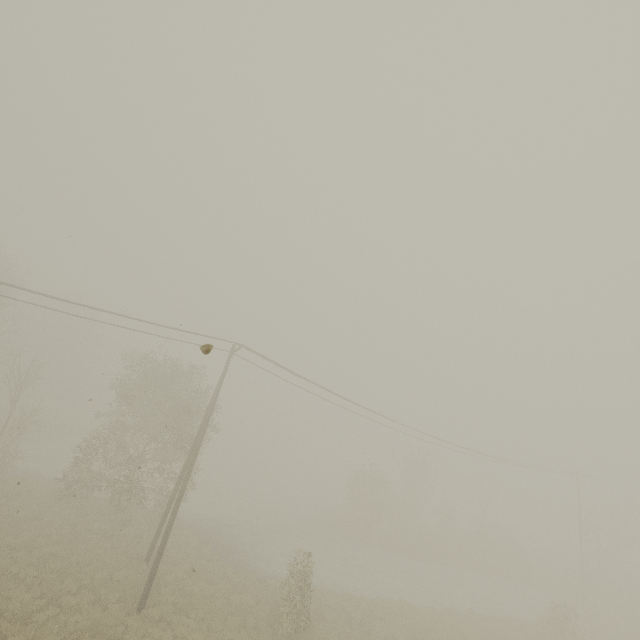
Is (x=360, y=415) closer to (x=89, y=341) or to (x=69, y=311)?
(x=69, y=311)
